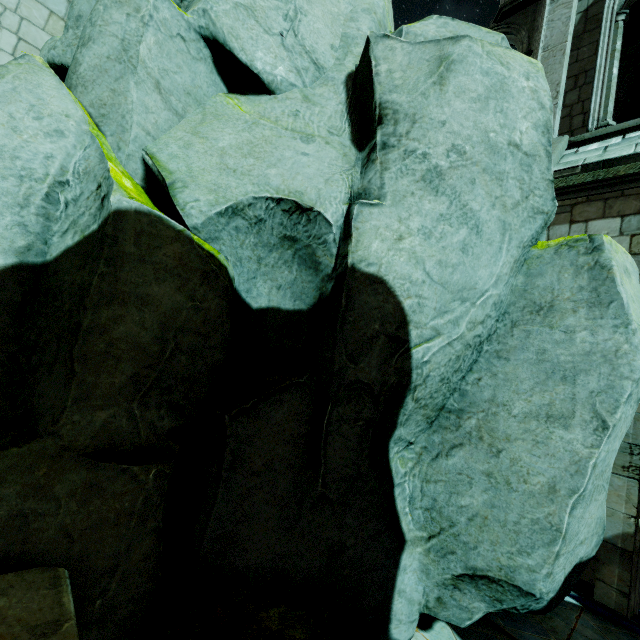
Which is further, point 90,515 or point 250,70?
point 250,70

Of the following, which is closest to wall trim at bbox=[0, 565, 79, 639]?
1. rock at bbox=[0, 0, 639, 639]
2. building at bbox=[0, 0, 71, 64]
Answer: rock at bbox=[0, 0, 639, 639]

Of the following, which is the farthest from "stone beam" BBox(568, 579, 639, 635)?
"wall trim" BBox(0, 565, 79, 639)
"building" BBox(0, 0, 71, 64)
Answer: "wall trim" BBox(0, 565, 79, 639)

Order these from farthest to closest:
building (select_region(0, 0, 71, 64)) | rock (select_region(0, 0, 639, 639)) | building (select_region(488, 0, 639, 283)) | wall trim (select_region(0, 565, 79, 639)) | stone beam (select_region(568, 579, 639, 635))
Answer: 1. building (select_region(0, 0, 71, 64))
2. building (select_region(488, 0, 639, 283))
3. stone beam (select_region(568, 579, 639, 635))
4. rock (select_region(0, 0, 639, 639))
5. wall trim (select_region(0, 565, 79, 639))

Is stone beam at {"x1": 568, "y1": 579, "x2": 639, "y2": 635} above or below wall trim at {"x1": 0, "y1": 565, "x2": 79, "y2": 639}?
below

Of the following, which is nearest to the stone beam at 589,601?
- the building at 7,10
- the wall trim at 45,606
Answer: the building at 7,10

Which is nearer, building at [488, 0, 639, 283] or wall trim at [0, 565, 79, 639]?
wall trim at [0, 565, 79, 639]

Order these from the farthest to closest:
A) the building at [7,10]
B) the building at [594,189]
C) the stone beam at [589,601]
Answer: the building at [7,10]
the building at [594,189]
the stone beam at [589,601]
